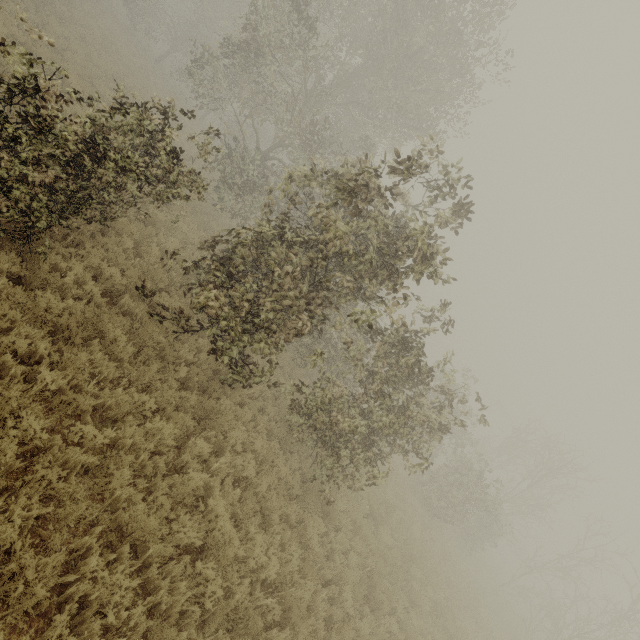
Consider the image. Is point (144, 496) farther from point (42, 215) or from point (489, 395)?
point (489, 395)
